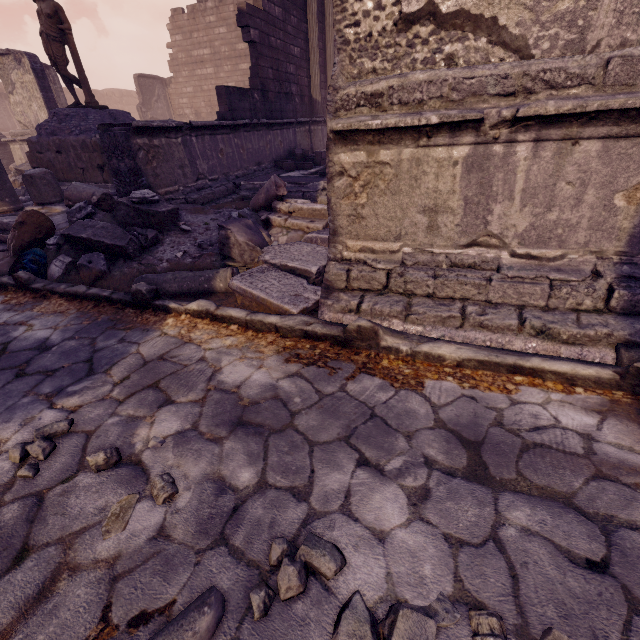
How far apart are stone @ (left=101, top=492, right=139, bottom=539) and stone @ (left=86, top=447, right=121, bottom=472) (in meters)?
0.24

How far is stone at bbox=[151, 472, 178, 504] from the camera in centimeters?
161cm

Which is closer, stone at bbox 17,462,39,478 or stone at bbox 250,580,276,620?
stone at bbox 250,580,276,620

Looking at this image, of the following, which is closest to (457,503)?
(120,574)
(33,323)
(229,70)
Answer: (120,574)

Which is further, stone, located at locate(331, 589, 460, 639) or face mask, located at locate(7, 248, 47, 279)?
face mask, located at locate(7, 248, 47, 279)

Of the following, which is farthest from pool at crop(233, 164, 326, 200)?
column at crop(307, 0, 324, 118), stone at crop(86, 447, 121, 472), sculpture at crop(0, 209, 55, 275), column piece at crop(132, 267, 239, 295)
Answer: stone at crop(86, 447, 121, 472)

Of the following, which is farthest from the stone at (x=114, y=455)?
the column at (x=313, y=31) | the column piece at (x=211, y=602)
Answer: the column at (x=313, y=31)

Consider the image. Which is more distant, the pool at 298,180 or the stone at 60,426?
the pool at 298,180
